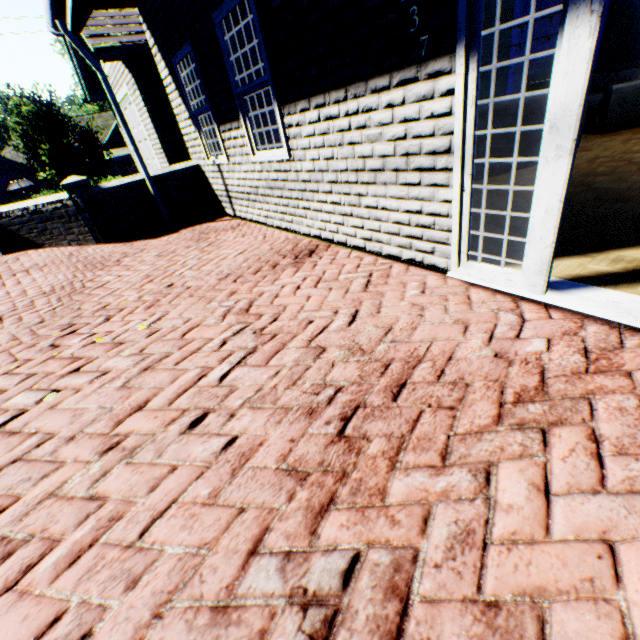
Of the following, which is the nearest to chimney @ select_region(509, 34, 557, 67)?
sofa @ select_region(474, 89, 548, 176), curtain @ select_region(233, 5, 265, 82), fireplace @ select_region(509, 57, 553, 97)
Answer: fireplace @ select_region(509, 57, 553, 97)

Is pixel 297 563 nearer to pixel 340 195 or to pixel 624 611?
pixel 624 611

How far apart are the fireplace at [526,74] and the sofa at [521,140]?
4.40m

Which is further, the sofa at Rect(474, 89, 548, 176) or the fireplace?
the fireplace

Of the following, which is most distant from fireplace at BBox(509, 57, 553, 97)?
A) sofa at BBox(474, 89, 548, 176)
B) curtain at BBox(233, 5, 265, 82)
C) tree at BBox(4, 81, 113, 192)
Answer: tree at BBox(4, 81, 113, 192)

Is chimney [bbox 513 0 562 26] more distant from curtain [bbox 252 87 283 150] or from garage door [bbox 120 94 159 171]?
garage door [bbox 120 94 159 171]

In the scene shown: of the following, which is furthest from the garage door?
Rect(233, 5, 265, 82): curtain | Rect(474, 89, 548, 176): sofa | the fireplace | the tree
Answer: the fireplace

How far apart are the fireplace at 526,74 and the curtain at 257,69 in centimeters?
849cm
